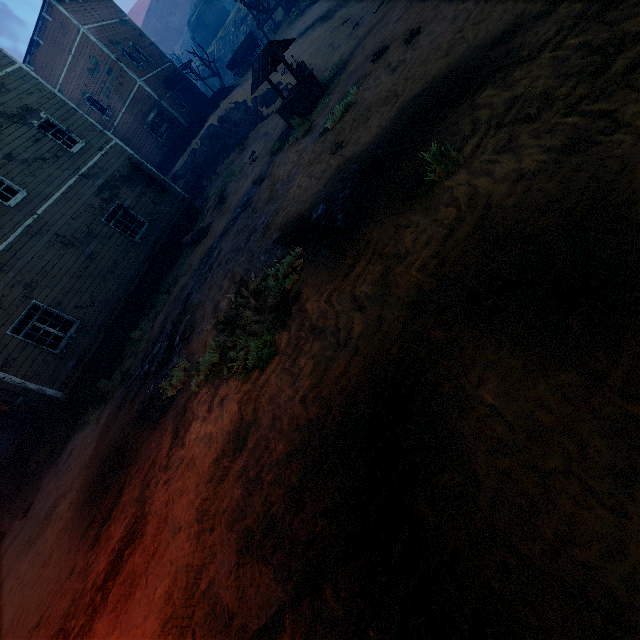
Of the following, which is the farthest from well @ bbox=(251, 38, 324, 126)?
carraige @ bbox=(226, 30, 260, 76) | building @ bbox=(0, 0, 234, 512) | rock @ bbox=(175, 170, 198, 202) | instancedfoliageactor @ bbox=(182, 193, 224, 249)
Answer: carraige @ bbox=(226, 30, 260, 76)

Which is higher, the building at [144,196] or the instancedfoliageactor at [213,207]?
the building at [144,196]

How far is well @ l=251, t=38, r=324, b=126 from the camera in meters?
10.9 m

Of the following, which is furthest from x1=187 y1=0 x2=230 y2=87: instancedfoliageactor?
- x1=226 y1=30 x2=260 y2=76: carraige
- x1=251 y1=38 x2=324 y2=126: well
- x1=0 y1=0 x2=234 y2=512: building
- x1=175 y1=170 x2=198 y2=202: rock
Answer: x1=251 y1=38 x2=324 y2=126: well

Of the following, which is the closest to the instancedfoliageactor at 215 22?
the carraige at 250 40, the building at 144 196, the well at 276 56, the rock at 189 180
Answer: the building at 144 196

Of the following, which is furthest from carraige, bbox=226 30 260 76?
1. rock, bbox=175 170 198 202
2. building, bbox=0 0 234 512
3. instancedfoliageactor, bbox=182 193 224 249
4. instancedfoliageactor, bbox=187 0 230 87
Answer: instancedfoliageactor, bbox=187 0 230 87

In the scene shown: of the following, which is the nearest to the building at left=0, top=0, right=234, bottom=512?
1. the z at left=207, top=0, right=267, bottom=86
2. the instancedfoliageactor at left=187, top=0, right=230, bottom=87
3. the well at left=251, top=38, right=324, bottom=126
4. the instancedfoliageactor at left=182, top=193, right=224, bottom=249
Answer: the z at left=207, top=0, right=267, bottom=86

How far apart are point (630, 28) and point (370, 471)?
4.9 meters
